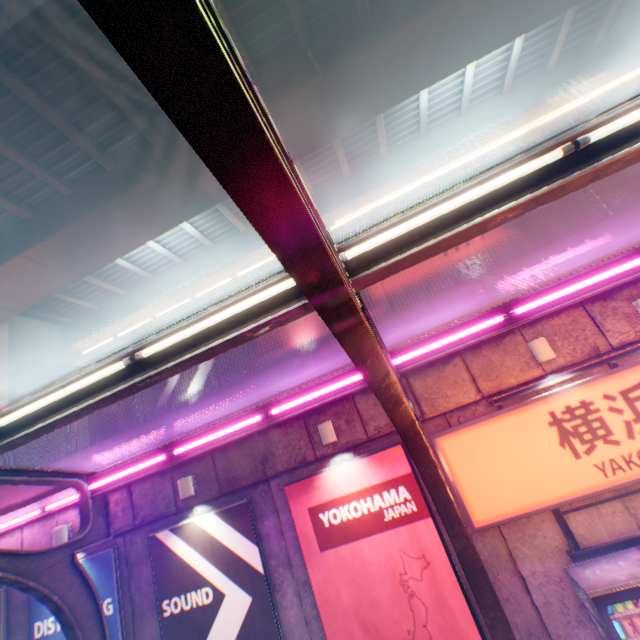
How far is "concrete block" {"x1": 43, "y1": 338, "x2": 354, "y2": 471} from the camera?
7.4 meters

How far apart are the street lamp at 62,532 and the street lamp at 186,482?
3.4m

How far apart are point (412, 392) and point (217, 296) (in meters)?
13.02

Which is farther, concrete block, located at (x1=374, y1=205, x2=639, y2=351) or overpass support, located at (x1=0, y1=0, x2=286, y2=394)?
overpass support, located at (x1=0, y1=0, x2=286, y2=394)

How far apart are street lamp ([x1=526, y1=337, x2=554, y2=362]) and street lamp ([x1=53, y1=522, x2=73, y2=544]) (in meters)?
11.30

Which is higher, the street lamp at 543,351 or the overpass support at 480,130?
the overpass support at 480,130

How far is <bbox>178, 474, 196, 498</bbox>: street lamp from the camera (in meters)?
7.07

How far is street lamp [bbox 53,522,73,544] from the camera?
7.7 meters
